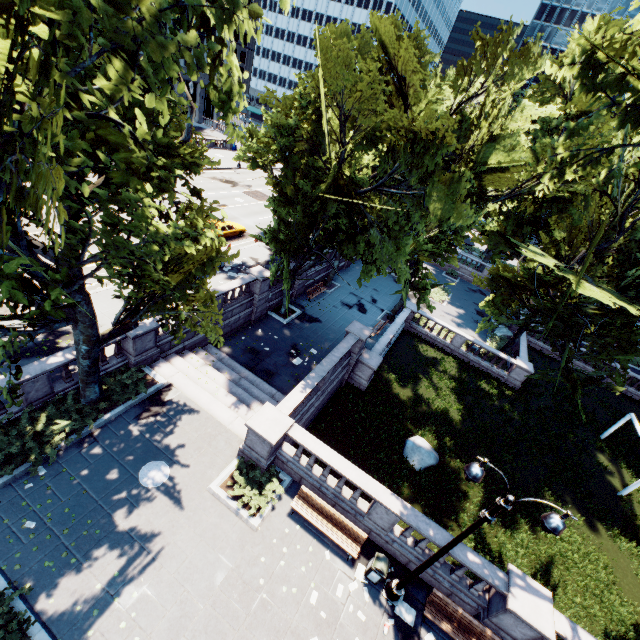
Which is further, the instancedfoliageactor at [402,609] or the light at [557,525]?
the instancedfoliageactor at [402,609]

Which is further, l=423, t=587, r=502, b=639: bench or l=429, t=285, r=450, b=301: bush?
l=429, t=285, r=450, b=301: bush

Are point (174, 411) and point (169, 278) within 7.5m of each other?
yes

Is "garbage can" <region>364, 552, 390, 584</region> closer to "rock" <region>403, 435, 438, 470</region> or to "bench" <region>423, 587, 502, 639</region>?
"bench" <region>423, 587, 502, 639</region>

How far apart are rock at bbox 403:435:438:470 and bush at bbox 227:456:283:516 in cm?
847

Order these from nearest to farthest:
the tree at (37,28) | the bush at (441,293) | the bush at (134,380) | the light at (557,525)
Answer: the tree at (37,28) → the light at (557,525) → the bush at (134,380) → the bush at (441,293)

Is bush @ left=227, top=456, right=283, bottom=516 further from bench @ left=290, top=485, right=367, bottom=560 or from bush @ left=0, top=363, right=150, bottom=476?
bush @ left=0, top=363, right=150, bottom=476

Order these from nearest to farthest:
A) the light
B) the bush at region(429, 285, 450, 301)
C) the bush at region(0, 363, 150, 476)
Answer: the light, the bush at region(0, 363, 150, 476), the bush at region(429, 285, 450, 301)
